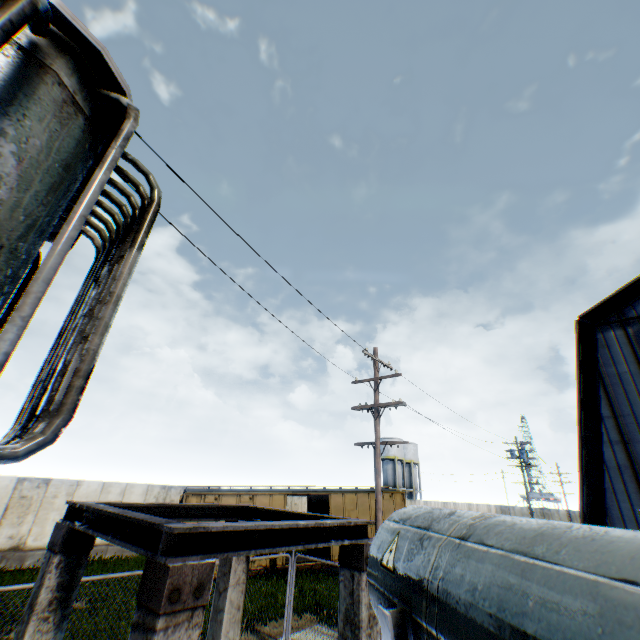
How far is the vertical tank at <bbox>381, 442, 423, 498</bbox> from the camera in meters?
52.2 m

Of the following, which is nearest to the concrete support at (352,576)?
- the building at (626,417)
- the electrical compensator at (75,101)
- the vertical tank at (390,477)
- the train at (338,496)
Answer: the electrical compensator at (75,101)

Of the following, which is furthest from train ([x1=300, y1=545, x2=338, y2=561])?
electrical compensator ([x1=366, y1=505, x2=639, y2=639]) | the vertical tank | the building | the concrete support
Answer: the vertical tank

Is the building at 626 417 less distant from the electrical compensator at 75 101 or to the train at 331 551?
the train at 331 551

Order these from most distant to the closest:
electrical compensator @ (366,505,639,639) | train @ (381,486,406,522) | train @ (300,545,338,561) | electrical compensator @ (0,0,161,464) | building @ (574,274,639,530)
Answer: train @ (381,486,406,522)
train @ (300,545,338,561)
building @ (574,274,639,530)
electrical compensator @ (0,0,161,464)
electrical compensator @ (366,505,639,639)

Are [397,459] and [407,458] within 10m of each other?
yes

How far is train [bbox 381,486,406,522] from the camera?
18.9m

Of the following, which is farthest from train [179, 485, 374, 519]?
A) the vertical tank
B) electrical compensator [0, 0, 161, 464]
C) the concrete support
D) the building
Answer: the vertical tank
